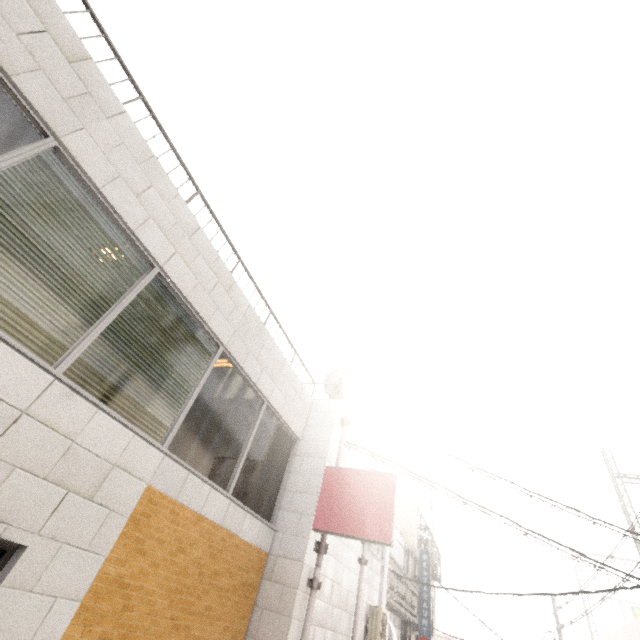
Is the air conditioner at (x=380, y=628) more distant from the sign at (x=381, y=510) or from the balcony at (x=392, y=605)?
the sign at (x=381, y=510)

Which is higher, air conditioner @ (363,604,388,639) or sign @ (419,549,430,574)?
sign @ (419,549,430,574)

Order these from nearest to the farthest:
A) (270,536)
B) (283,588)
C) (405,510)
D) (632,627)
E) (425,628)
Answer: (283,588) < (270,536) < (425,628) < (405,510) < (632,627)

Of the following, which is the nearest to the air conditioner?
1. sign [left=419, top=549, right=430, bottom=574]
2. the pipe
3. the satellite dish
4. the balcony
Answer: the balcony

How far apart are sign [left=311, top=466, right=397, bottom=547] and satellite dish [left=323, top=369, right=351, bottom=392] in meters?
1.9

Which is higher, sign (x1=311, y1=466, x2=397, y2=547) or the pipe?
sign (x1=311, y1=466, x2=397, y2=547)

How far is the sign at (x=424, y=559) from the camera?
13.90m

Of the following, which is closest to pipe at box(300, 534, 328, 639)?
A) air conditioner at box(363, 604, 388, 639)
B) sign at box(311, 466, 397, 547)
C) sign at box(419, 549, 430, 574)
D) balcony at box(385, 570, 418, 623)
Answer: sign at box(311, 466, 397, 547)
